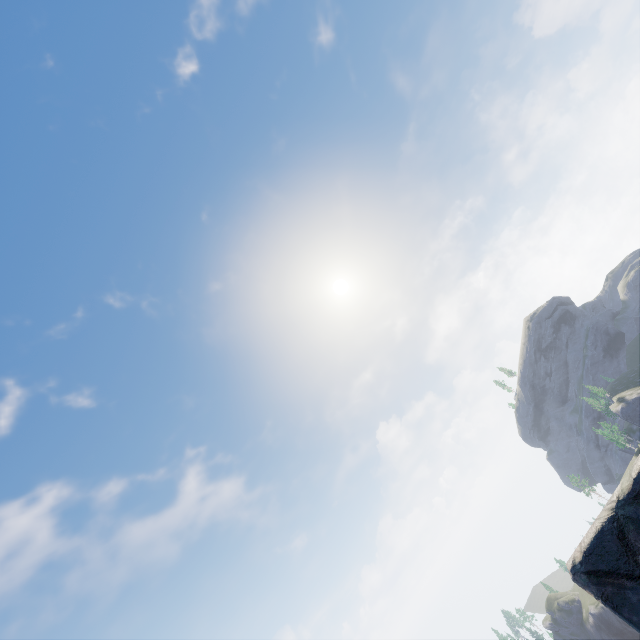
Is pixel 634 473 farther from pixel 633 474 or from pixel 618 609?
pixel 618 609
